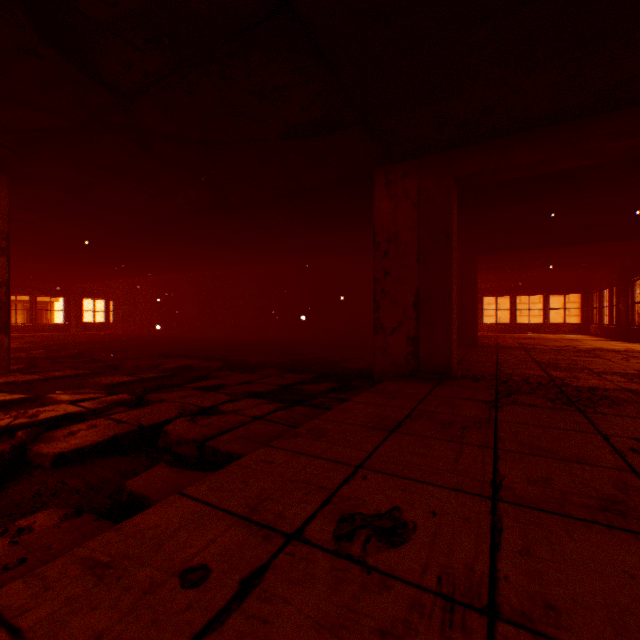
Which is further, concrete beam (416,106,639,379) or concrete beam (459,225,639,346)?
concrete beam (459,225,639,346)

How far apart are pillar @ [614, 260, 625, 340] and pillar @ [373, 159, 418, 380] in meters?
10.8 m

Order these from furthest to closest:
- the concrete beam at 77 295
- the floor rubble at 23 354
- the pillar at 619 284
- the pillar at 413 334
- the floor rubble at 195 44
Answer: the concrete beam at 77 295, the pillar at 619 284, the floor rubble at 23 354, the pillar at 413 334, the floor rubble at 195 44

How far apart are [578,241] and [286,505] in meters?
8.7 m

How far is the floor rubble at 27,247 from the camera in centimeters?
580cm

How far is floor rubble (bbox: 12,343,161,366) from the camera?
5.7 meters

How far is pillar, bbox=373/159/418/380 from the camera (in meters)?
3.91

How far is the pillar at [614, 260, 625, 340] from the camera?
10.5m
